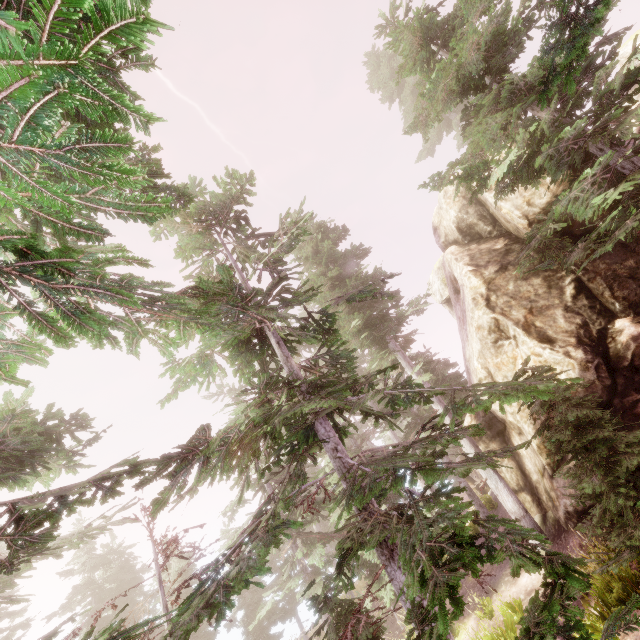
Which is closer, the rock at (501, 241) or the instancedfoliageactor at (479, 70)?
the instancedfoliageactor at (479, 70)

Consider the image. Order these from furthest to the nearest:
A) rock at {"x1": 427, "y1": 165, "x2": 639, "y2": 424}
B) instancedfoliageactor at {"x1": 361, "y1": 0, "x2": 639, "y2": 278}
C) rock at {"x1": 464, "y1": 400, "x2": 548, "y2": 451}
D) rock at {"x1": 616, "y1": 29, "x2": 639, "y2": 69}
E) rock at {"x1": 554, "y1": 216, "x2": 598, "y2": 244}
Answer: rock at {"x1": 616, "y1": 29, "x2": 639, "y2": 69} → rock at {"x1": 464, "y1": 400, "x2": 548, "y2": 451} → rock at {"x1": 554, "y1": 216, "x2": 598, "y2": 244} → rock at {"x1": 427, "y1": 165, "x2": 639, "y2": 424} → instancedfoliageactor at {"x1": 361, "y1": 0, "x2": 639, "y2": 278}

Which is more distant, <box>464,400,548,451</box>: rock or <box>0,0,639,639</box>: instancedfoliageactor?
<box>464,400,548,451</box>: rock

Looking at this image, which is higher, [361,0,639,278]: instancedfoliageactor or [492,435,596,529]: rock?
→ [361,0,639,278]: instancedfoliageactor

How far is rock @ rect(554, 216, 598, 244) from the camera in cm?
1058

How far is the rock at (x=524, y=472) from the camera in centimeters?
1065cm

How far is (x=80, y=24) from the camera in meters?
4.6
